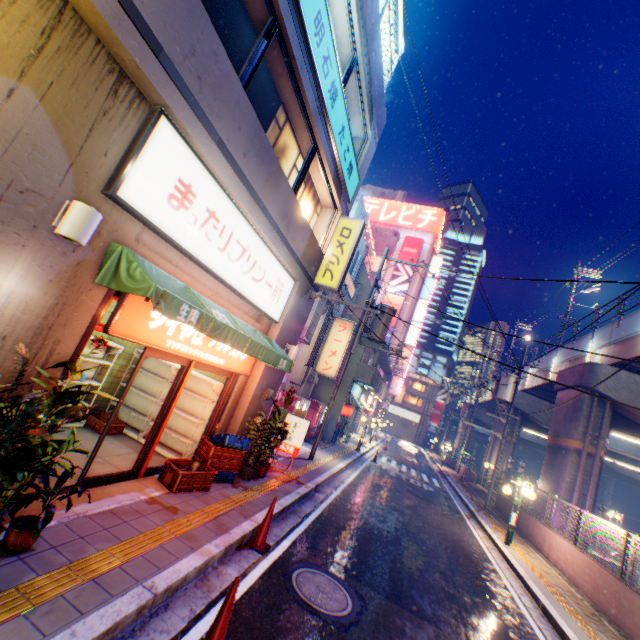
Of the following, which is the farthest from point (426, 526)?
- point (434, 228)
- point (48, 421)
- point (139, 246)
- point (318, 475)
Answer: point (434, 228)

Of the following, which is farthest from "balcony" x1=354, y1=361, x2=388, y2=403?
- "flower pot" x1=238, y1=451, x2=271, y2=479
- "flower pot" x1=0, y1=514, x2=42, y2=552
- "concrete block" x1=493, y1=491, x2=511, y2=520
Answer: "flower pot" x1=0, y1=514, x2=42, y2=552

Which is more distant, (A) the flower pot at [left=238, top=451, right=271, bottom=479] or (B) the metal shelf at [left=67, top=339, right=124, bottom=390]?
(A) the flower pot at [left=238, top=451, right=271, bottom=479]

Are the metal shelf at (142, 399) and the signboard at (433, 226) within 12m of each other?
no

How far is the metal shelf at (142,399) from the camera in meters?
8.2 m

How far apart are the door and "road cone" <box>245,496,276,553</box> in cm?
227

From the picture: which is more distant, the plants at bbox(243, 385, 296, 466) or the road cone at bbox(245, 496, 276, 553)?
the plants at bbox(243, 385, 296, 466)

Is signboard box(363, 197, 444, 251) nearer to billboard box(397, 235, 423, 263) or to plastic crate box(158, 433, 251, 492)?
billboard box(397, 235, 423, 263)
